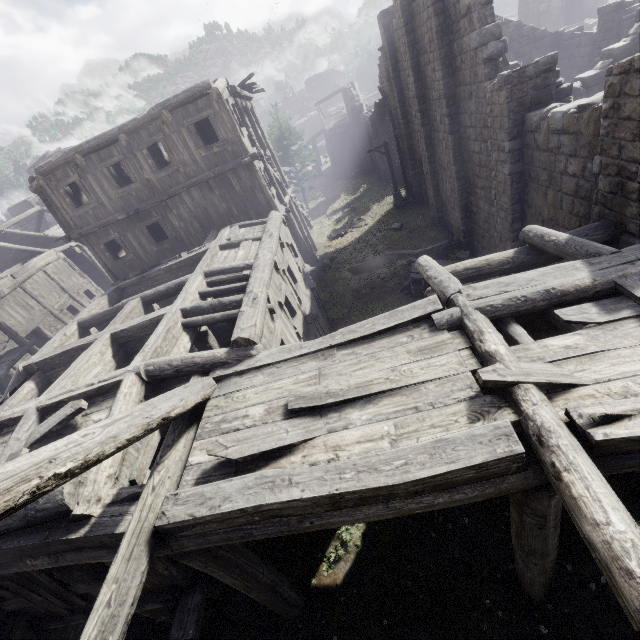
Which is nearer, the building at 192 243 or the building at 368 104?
the building at 192 243

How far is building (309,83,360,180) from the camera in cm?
3605

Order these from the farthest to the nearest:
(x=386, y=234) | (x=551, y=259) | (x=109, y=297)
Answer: (x=386, y=234)
(x=109, y=297)
(x=551, y=259)

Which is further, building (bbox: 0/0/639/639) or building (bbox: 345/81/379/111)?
building (bbox: 345/81/379/111)
